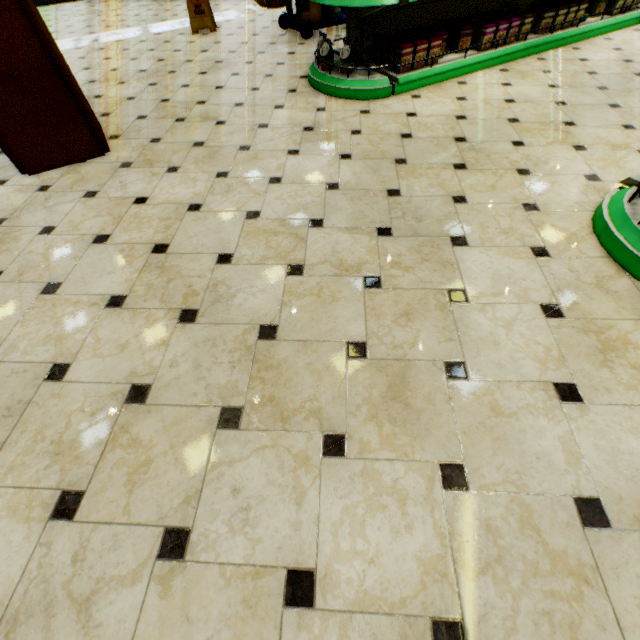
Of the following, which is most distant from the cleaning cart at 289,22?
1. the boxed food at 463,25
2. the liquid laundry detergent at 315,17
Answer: the boxed food at 463,25

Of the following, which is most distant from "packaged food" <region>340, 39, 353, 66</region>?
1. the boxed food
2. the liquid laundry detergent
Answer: the liquid laundry detergent

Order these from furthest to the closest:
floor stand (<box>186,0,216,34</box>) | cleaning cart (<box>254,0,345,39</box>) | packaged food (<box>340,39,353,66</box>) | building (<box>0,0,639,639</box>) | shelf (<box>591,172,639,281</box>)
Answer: floor stand (<box>186,0,216,34</box>) → cleaning cart (<box>254,0,345,39</box>) → packaged food (<box>340,39,353,66</box>) → shelf (<box>591,172,639,281</box>) → building (<box>0,0,639,639</box>)

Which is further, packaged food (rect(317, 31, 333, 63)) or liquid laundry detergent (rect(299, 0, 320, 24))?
liquid laundry detergent (rect(299, 0, 320, 24))

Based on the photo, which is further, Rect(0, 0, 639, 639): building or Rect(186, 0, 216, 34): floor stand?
Rect(186, 0, 216, 34): floor stand

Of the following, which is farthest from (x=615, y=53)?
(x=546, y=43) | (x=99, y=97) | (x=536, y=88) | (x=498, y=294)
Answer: (x=99, y=97)

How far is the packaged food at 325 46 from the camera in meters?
3.3 m

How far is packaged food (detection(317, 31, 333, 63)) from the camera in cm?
326
